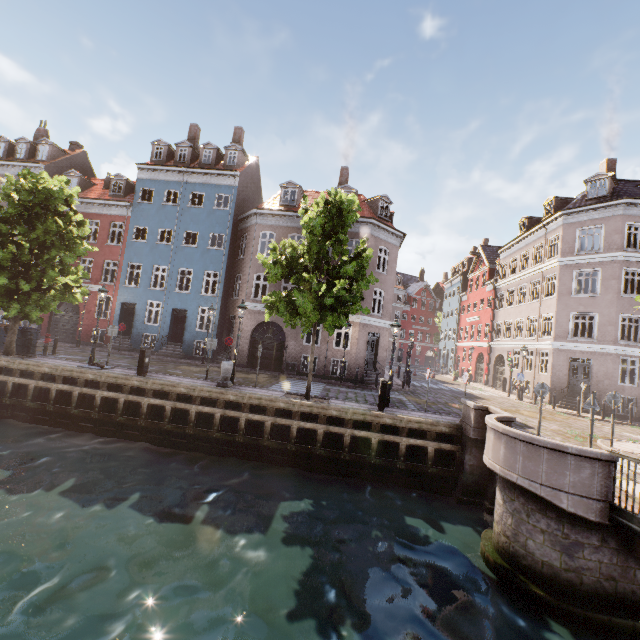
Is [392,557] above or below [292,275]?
below

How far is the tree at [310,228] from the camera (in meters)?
11.94

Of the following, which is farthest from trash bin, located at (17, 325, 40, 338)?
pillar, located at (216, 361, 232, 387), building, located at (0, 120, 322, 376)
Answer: pillar, located at (216, 361, 232, 387)

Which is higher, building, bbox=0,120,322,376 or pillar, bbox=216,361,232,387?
building, bbox=0,120,322,376

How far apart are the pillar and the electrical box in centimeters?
304cm

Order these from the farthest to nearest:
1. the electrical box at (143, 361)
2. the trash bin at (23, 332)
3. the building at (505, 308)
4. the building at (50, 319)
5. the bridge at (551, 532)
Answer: the building at (50, 319)
the building at (505, 308)
the trash bin at (23, 332)
the electrical box at (143, 361)
the bridge at (551, 532)

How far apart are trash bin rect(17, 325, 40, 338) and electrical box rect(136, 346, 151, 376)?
7.8m

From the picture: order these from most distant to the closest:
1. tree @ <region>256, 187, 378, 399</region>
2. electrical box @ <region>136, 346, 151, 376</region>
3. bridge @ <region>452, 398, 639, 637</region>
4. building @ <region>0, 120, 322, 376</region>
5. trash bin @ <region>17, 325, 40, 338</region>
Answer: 1. building @ <region>0, 120, 322, 376</region>
2. trash bin @ <region>17, 325, 40, 338</region>
3. electrical box @ <region>136, 346, 151, 376</region>
4. tree @ <region>256, 187, 378, 399</region>
5. bridge @ <region>452, 398, 639, 637</region>
